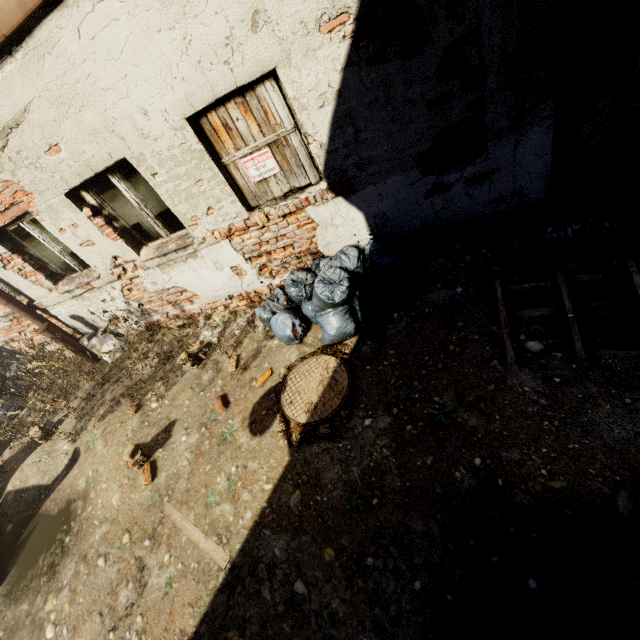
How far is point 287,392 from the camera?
3.81m

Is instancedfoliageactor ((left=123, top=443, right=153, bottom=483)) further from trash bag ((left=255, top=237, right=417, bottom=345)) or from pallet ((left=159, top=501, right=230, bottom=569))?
trash bag ((left=255, top=237, right=417, bottom=345))

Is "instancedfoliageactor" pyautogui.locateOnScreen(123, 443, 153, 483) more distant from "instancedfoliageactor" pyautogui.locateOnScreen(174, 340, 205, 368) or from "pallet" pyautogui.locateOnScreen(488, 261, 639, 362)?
"pallet" pyautogui.locateOnScreen(488, 261, 639, 362)

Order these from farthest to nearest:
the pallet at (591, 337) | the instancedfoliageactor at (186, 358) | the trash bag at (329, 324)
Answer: the instancedfoliageactor at (186, 358)
the trash bag at (329, 324)
the pallet at (591, 337)

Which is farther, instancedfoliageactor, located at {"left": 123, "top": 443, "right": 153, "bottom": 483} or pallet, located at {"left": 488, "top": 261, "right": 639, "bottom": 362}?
instancedfoliageactor, located at {"left": 123, "top": 443, "right": 153, "bottom": 483}

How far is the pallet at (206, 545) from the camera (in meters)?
2.98

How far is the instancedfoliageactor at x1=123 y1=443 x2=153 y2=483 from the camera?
3.92m

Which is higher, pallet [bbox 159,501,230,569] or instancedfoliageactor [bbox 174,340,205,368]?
instancedfoliageactor [bbox 174,340,205,368]
